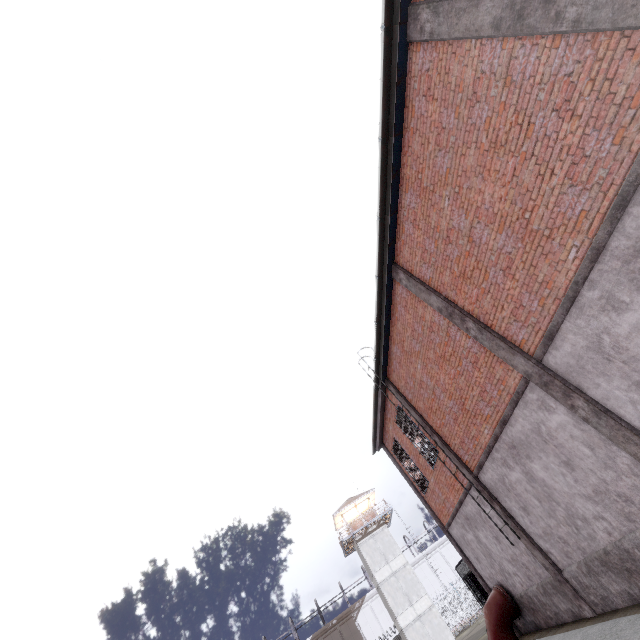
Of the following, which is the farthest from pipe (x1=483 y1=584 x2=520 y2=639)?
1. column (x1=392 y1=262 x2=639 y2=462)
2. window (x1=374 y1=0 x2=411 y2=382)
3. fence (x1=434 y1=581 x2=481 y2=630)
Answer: fence (x1=434 y1=581 x2=481 y2=630)

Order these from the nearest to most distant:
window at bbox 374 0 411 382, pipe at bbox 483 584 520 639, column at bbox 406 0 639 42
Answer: column at bbox 406 0 639 42 < window at bbox 374 0 411 382 < pipe at bbox 483 584 520 639

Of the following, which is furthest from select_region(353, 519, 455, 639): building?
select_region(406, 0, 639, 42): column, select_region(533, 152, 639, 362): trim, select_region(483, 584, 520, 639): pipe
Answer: select_region(406, 0, 639, 42): column

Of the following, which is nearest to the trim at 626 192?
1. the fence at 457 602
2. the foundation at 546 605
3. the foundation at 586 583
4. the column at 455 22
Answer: the column at 455 22

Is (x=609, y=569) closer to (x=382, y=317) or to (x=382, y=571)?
(x=382, y=317)

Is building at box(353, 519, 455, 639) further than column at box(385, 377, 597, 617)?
Yes

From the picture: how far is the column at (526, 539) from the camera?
8.67m

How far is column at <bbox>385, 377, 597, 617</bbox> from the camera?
8.67m
